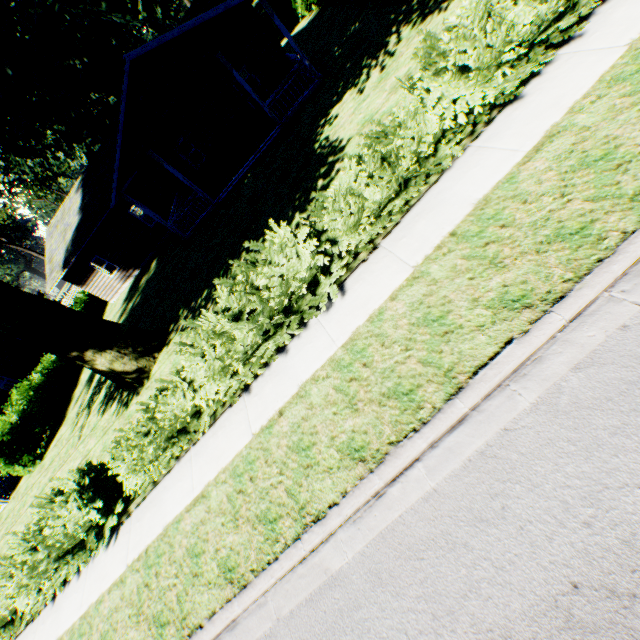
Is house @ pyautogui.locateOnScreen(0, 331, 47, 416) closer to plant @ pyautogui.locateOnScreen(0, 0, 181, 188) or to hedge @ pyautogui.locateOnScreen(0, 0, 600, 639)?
plant @ pyautogui.locateOnScreen(0, 0, 181, 188)

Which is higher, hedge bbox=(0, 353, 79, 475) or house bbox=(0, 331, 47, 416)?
house bbox=(0, 331, 47, 416)

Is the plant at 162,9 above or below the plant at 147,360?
above

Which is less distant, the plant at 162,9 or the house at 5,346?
the plant at 162,9

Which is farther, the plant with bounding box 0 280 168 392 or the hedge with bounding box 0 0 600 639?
the plant with bounding box 0 280 168 392

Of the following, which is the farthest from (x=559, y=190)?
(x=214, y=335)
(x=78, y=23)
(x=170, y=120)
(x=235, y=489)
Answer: (x=170, y=120)

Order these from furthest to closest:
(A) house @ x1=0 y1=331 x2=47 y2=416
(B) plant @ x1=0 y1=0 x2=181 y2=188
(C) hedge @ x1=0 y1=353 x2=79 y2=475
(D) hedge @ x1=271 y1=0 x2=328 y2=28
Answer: (D) hedge @ x1=271 y1=0 x2=328 y2=28 < (A) house @ x1=0 y1=331 x2=47 y2=416 < (C) hedge @ x1=0 y1=353 x2=79 y2=475 < (B) plant @ x1=0 y1=0 x2=181 y2=188
